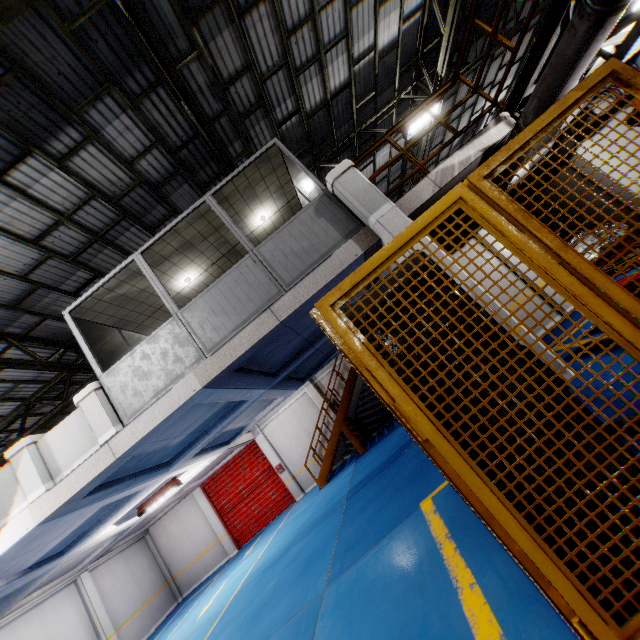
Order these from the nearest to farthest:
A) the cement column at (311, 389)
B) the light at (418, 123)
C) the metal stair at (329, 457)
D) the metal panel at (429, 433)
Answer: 1. the metal panel at (429, 433)
2. the light at (418, 123)
3. the metal stair at (329, 457)
4. the cement column at (311, 389)

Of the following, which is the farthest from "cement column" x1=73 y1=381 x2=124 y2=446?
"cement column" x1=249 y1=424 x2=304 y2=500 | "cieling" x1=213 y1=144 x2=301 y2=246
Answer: "cement column" x1=249 y1=424 x2=304 y2=500

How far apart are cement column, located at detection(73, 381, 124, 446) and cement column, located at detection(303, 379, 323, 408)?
11.4 meters

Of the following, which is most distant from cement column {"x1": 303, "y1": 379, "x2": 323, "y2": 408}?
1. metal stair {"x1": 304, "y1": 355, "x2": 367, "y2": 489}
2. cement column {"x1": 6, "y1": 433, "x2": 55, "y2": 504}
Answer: cement column {"x1": 6, "y1": 433, "x2": 55, "y2": 504}

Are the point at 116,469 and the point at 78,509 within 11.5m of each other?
yes

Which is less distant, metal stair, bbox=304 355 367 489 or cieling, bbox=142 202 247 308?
cieling, bbox=142 202 247 308

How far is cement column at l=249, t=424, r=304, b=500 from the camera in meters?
16.3

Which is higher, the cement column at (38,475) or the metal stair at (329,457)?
the cement column at (38,475)
